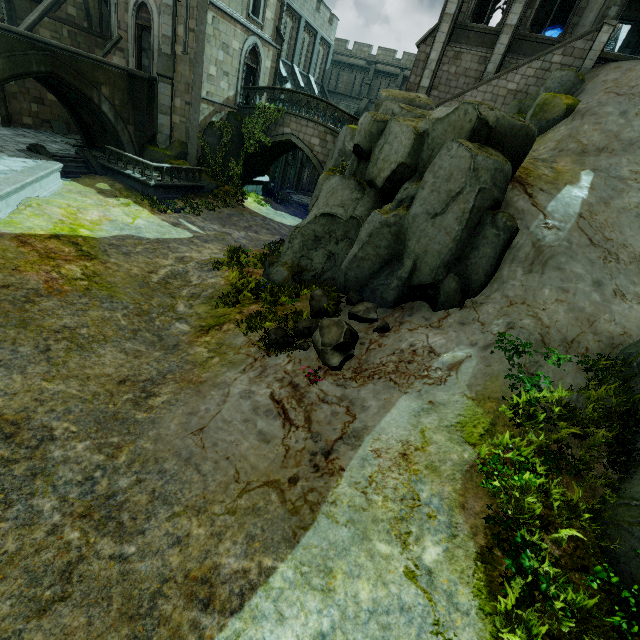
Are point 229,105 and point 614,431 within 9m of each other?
no

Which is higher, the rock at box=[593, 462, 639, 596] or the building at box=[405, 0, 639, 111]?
the building at box=[405, 0, 639, 111]

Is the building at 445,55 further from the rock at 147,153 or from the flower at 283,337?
the flower at 283,337

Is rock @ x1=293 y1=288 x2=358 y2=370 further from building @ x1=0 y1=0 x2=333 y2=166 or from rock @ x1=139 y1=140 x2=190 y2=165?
rock @ x1=139 y1=140 x2=190 y2=165

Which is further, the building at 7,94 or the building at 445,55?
the building at 7,94

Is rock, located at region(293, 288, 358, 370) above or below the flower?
above

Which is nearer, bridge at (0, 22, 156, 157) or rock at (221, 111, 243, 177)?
bridge at (0, 22, 156, 157)

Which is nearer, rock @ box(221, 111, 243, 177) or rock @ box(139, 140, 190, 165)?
rock @ box(139, 140, 190, 165)
